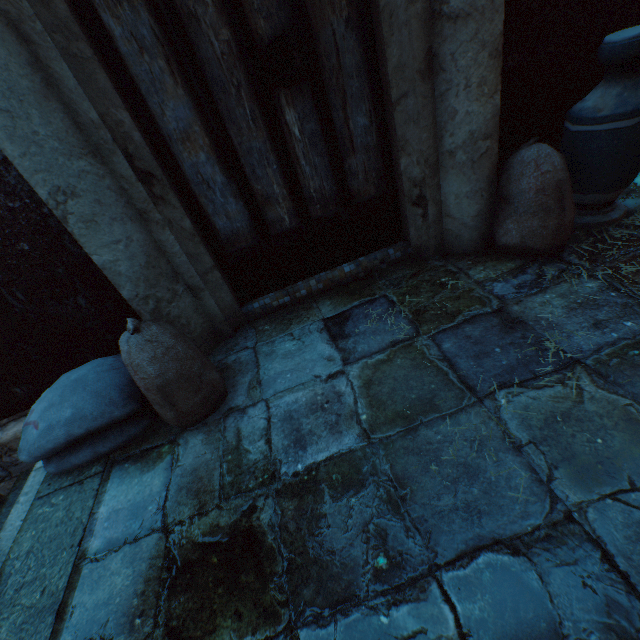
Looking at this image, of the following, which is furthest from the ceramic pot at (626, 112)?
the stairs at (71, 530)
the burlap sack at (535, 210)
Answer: the stairs at (71, 530)

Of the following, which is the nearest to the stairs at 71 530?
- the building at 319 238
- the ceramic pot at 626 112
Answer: the building at 319 238

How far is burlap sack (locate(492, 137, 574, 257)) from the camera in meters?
1.8 m

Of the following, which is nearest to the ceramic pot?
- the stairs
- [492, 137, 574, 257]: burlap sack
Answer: [492, 137, 574, 257]: burlap sack

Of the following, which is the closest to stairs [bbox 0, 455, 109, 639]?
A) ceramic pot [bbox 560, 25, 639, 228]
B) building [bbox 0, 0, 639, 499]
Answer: building [bbox 0, 0, 639, 499]

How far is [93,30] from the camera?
1.40m

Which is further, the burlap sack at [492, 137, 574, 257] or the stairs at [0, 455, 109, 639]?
the burlap sack at [492, 137, 574, 257]
